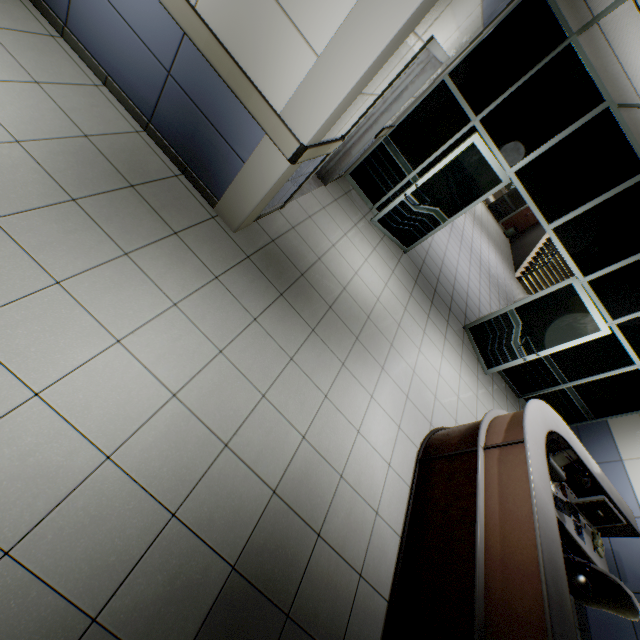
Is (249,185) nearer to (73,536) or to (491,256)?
(73,536)

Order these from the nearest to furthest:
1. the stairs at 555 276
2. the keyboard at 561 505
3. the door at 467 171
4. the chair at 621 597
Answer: the chair at 621 597
the keyboard at 561 505
the door at 467 171
the stairs at 555 276

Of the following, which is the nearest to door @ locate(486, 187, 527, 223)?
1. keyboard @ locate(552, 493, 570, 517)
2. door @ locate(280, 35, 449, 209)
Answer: door @ locate(280, 35, 449, 209)

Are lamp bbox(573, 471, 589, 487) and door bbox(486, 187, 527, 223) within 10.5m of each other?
no

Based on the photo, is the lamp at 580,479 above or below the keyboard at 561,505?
above

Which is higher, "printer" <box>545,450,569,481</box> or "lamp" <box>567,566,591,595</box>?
"lamp" <box>567,566,591,595</box>

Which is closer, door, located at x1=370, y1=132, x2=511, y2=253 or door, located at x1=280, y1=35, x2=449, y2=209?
door, located at x1=280, y1=35, x2=449, y2=209

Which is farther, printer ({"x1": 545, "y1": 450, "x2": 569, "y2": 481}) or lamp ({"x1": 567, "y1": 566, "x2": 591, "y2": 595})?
printer ({"x1": 545, "y1": 450, "x2": 569, "y2": 481})
